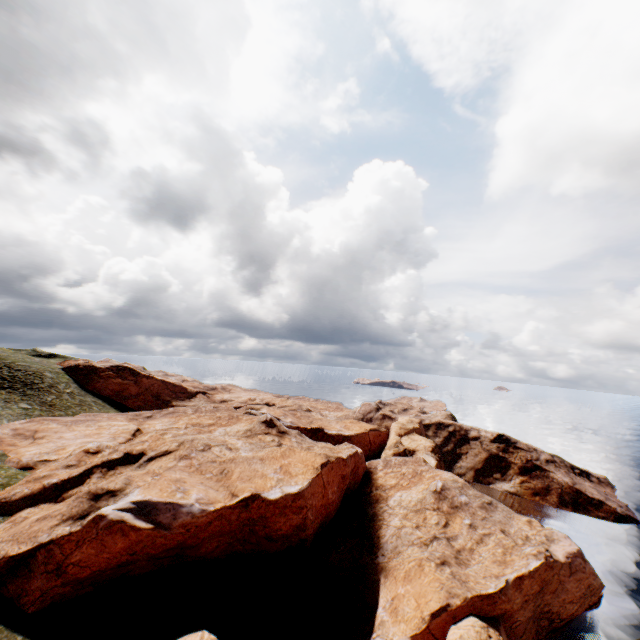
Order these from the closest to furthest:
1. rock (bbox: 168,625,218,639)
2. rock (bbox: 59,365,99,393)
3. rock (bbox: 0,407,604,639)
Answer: rock (bbox: 168,625,218,639), rock (bbox: 0,407,604,639), rock (bbox: 59,365,99,393)

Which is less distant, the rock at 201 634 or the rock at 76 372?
the rock at 201 634

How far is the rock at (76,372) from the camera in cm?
5925

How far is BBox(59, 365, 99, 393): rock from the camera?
59.2m

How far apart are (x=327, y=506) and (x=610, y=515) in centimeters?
5019cm

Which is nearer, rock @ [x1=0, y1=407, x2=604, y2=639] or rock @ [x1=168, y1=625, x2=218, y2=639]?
rock @ [x1=168, y1=625, x2=218, y2=639]

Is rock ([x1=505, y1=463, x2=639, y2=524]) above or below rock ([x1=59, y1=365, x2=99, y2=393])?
below
